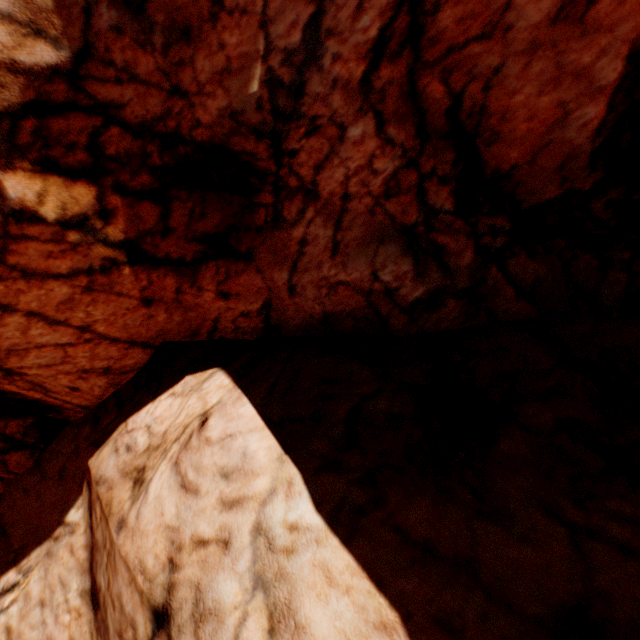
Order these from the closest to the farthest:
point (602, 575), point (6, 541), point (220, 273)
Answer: point (602, 575)
point (220, 273)
point (6, 541)
